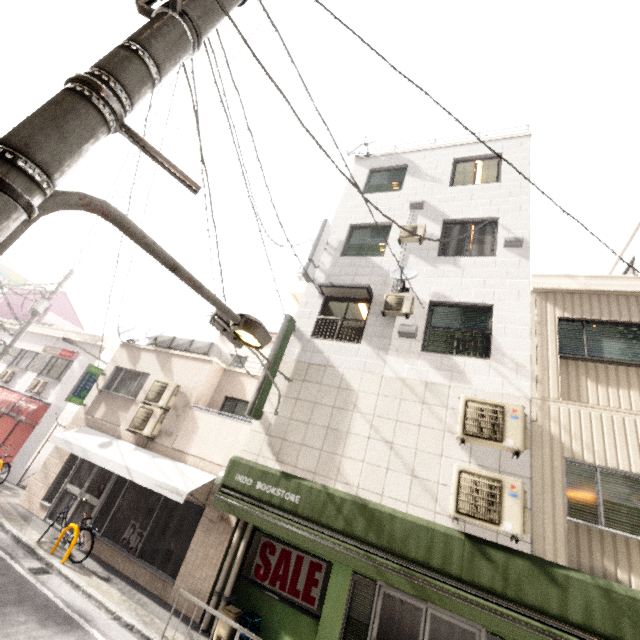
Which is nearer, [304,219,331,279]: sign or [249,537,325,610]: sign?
[249,537,325,610]: sign

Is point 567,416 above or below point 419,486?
above

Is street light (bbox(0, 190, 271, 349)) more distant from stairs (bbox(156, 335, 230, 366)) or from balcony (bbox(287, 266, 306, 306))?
stairs (bbox(156, 335, 230, 366))

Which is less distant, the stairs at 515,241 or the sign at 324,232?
the stairs at 515,241

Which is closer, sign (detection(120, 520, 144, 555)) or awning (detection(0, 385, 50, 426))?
sign (detection(120, 520, 144, 555))

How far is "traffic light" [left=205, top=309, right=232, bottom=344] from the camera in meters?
5.9

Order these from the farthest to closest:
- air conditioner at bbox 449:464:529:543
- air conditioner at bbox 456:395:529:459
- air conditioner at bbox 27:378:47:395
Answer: air conditioner at bbox 27:378:47:395, air conditioner at bbox 456:395:529:459, air conditioner at bbox 449:464:529:543

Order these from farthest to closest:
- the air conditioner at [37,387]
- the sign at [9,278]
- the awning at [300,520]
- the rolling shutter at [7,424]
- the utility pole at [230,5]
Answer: the sign at [9,278] < the air conditioner at [37,387] < the rolling shutter at [7,424] < the awning at [300,520] < the utility pole at [230,5]
